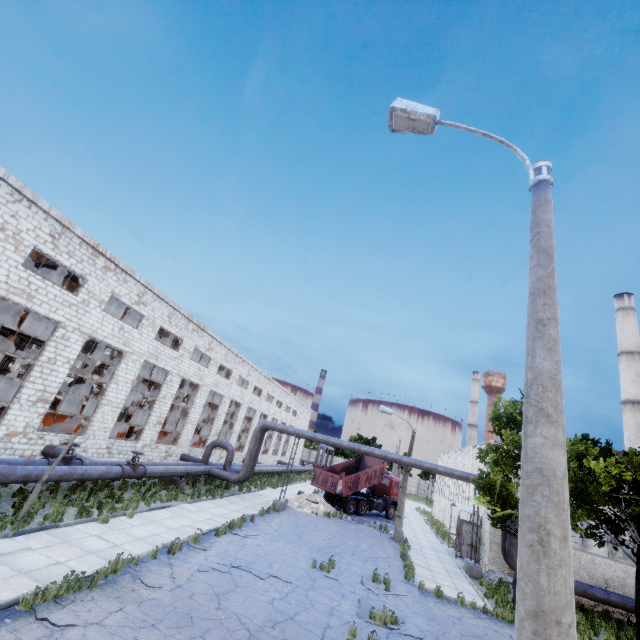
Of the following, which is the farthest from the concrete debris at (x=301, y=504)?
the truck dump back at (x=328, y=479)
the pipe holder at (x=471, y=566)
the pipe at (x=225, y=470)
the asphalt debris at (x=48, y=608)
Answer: the asphalt debris at (x=48, y=608)

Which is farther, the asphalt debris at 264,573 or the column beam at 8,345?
the column beam at 8,345

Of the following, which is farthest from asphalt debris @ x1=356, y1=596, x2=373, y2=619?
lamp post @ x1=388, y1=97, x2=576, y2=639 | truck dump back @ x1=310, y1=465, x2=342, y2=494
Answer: truck dump back @ x1=310, y1=465, x2=342, y2=494

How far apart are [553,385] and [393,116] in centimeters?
501cm

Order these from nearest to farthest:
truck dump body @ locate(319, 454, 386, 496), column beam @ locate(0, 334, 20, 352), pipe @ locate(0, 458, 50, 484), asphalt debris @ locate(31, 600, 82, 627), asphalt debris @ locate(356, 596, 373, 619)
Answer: asphalt debris @ locate(31, 600, 82, 627) → asphalt debris @ locate(356, 596, 373, 619) → pipe @ locate(0, 458, 50, 484) → truck dump body @ locate(319, 454, 386, 496) → column beam @ locate(0, 334, 20, 352)

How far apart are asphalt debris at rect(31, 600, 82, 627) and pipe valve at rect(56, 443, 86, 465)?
7.4 meters

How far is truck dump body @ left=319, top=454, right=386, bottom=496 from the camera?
26.7m

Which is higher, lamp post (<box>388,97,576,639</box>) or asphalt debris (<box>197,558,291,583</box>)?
lamp post (<box>388,97,576,639</box>)
